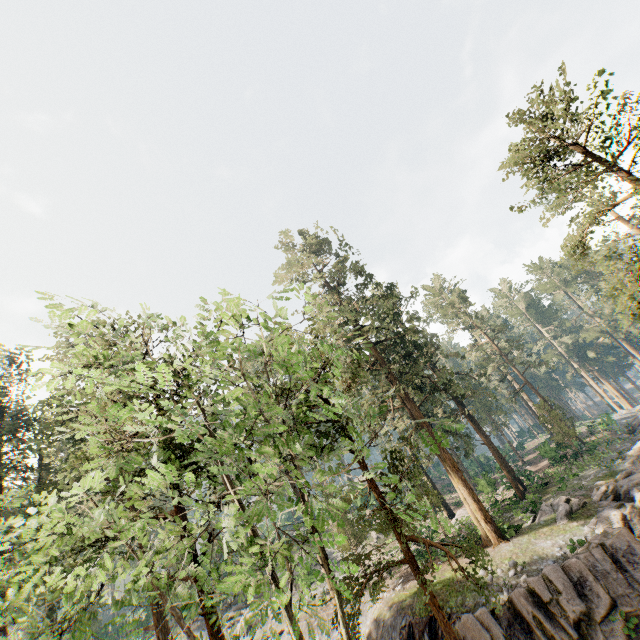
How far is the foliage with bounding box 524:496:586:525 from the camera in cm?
2152

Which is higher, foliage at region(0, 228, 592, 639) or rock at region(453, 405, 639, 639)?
foliage at region(0, 228, 592, 639)

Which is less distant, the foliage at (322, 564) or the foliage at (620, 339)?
the foliage at (322, 564)

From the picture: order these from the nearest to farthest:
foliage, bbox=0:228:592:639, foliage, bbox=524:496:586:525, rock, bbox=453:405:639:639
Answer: foliage, bbox=0:228:592:639 → rock, bbox=453:405:639:639 → foliage, bbox=524:496:586:525

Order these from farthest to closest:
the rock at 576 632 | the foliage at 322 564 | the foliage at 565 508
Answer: the foliage at 565 508 → the rock at 576 632 → the foliage at 322 564

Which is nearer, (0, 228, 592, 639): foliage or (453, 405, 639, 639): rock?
(0, 228, 592, 639): foliage

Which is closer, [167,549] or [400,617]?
[167,549]
